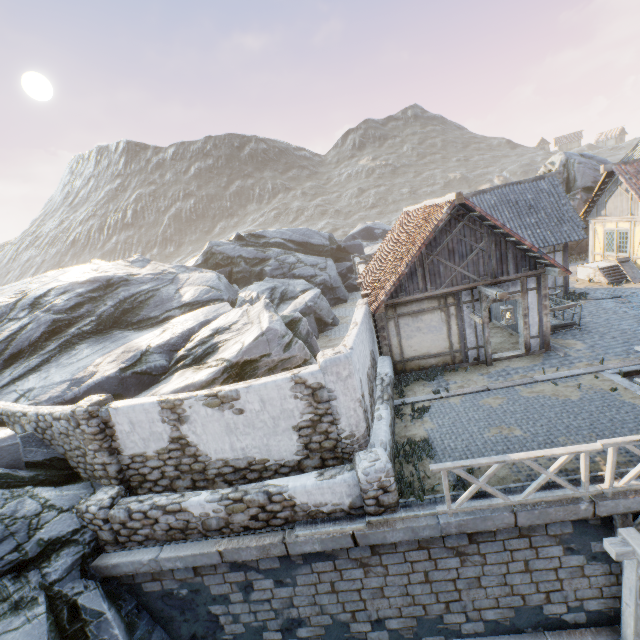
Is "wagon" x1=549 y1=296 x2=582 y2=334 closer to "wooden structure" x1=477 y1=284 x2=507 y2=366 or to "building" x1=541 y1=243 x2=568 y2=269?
"building" x1=541 y1=243 x2=568 y2=269

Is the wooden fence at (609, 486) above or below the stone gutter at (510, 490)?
above

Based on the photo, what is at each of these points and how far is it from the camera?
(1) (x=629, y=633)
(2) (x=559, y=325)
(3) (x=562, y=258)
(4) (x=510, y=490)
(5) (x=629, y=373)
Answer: (1) awning, 5.91m
(2) wagon, 12.59m
(3) building, 15.68m
(4) stone gutter, 6.51m
(5) stairs, 9.45m

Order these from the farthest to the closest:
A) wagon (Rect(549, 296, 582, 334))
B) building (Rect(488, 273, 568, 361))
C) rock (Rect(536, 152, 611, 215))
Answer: rock (Rect(536, 152, 611, 215)), wagon (Rect(549, 296, 582, 334)), building (Rect(488, 273, 568, 361))

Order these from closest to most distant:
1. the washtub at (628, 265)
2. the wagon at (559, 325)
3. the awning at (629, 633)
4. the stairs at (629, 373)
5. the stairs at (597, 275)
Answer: the awning at (629, 633) → the stairs at (629, 373) → the wagon at (559, 325) → the washtub at (628, 265) → the stairs at (597, 275)

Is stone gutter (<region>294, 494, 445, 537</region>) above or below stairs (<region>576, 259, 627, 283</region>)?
below

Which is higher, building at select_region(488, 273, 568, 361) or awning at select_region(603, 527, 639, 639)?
building at select_region(488, 273, 568, 361)

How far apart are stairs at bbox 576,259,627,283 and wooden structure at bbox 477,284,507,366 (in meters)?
10.65
